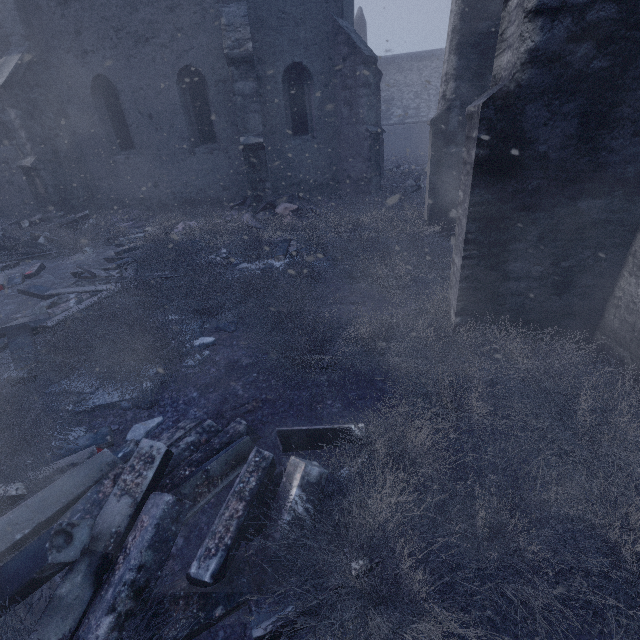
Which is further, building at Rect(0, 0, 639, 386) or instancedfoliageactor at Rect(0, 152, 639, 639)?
building at Rect(0, 0, 639, 386)

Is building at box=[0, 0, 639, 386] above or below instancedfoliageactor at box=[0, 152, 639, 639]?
above

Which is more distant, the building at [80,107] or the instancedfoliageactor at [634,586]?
the building at [80,107]

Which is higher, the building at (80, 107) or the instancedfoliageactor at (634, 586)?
the building at (80, 107)

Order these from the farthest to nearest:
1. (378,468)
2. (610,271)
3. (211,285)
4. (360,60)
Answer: (360,60) → (211,285) → (610,271) → (378,468)
